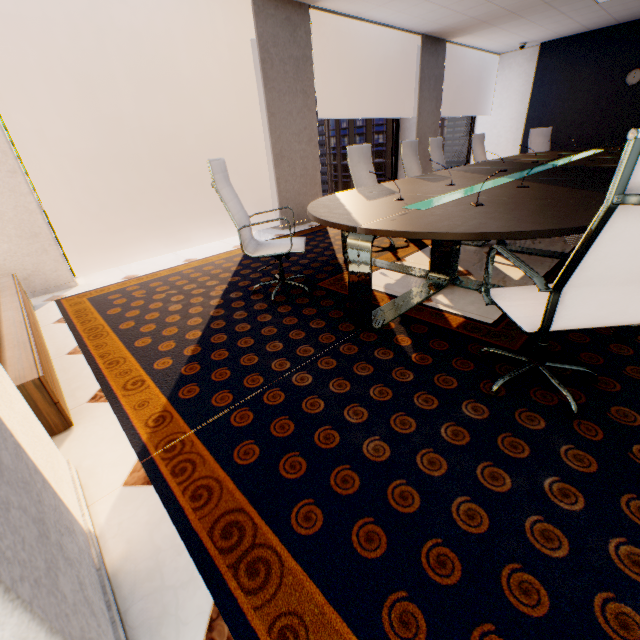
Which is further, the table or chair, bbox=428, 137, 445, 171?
chair, bbox=428, 137, 445, 171

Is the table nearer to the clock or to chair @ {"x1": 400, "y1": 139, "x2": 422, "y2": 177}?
chair @ {"x1": 400, "y1": 139, "x2": 422, "y2": 177}

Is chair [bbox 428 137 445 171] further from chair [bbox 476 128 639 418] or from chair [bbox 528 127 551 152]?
chair [bbox 476 128 639 418]

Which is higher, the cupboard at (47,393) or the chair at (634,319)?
the chair at (634,319)

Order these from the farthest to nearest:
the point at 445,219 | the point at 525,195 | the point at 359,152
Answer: the point at 359,152, the point at 525,195, the point at 445,219

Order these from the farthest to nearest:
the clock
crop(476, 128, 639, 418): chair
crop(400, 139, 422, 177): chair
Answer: the clock < crop(400, 139, 422, 177): chair < crop(476, 128, 639, 418): chair

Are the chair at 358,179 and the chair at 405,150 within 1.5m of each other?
yes

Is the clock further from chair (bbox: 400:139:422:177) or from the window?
the window
